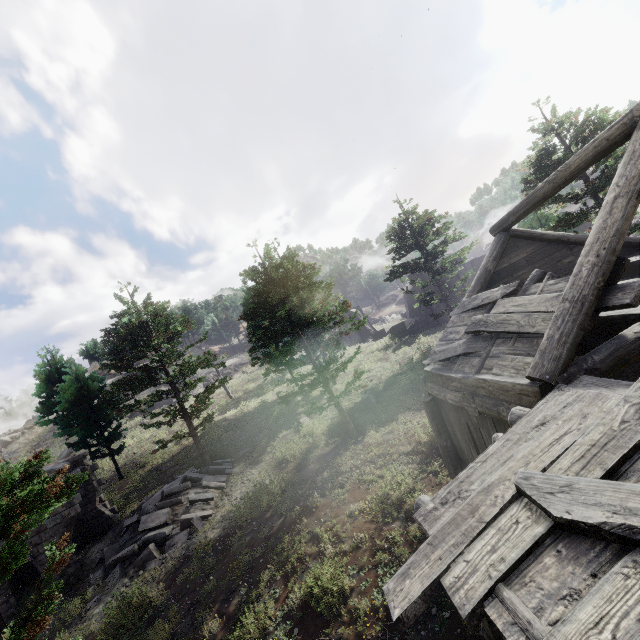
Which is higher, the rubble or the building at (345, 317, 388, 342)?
the building at (345, 317, 388, 342)

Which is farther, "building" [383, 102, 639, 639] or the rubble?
the rubble

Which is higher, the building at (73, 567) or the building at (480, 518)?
the building at (480, 518)

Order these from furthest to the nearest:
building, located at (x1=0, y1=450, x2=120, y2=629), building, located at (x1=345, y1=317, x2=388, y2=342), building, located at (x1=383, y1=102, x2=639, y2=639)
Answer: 1. building, located at (x1=345, y1=317, x2=388, y2=342)
2. building, located at (x1=0, y1=450, x2=120, y2=629)
3. building, located at (x1=383, y1=102, x2=639, y2=639)

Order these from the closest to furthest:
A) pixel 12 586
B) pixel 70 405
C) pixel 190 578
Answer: pixel 190 578 < pixel 12 586 < pixel 70 405

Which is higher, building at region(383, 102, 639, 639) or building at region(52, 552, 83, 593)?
building at region(383, 102, 639, 639)

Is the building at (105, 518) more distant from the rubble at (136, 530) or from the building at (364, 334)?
the building at (364, 334)

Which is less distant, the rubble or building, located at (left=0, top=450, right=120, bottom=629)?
the rubble
